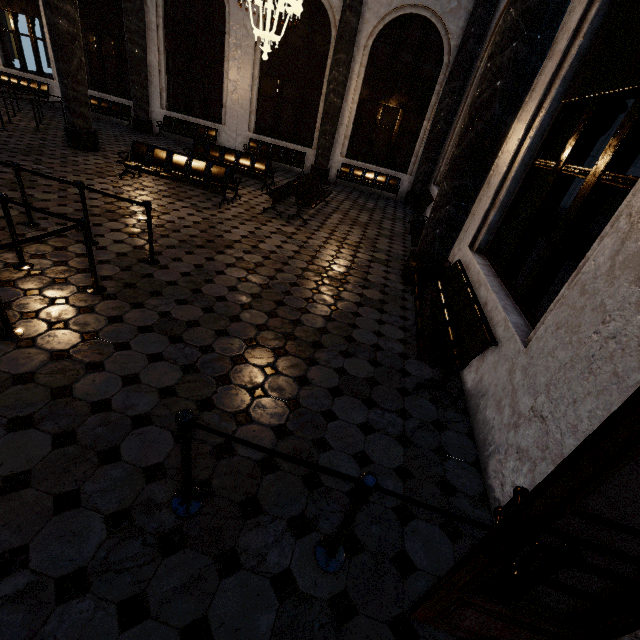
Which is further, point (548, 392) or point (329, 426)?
point (329, 426)
